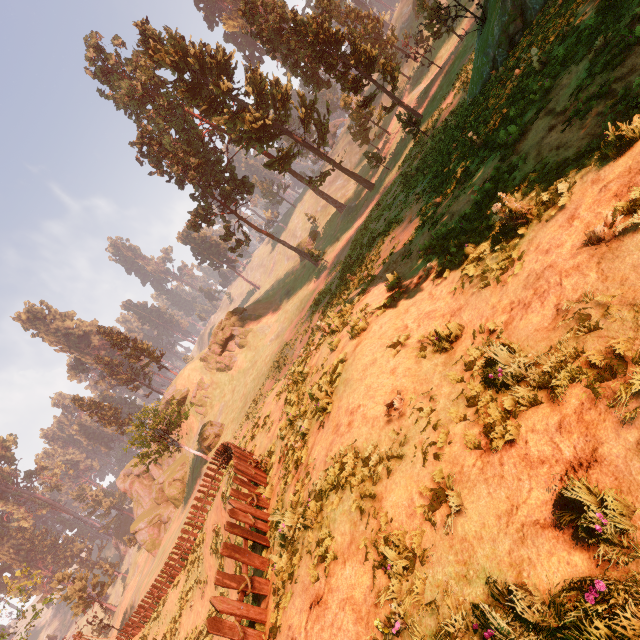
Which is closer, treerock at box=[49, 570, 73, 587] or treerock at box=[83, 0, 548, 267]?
treerock at box=[83, 0, 548, 267]

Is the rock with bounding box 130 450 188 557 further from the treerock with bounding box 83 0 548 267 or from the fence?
the fence

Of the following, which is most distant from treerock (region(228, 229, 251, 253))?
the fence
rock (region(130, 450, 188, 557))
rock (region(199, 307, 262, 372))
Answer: rock (region(199, 307, 262, 372))

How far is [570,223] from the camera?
5.5m

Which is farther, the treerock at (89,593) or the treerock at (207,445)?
the treerock at (89,593)

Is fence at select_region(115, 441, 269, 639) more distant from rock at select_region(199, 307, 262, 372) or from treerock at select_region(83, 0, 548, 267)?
rock at select_region(199, 307, 262, 372)

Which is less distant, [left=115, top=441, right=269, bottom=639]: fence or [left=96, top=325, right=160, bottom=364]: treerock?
[left=115, top=441, right=269, bottom=639]: fence

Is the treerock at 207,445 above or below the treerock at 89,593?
below
